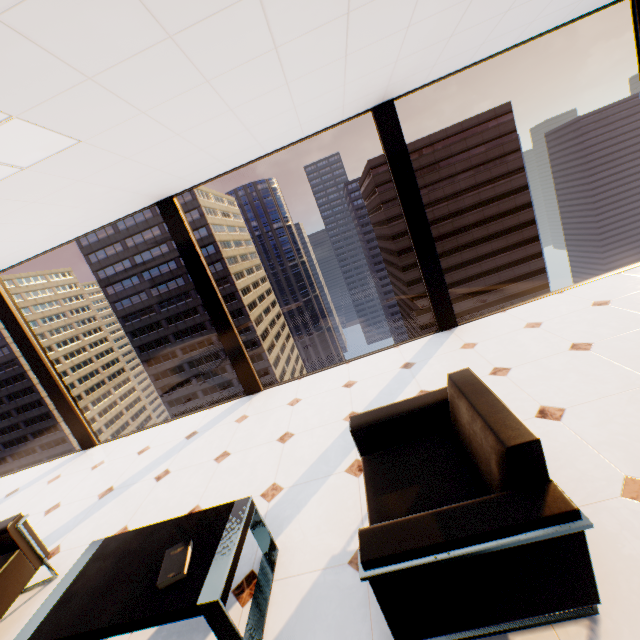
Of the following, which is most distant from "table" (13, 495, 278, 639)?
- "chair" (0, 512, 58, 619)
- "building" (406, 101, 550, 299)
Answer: "building" (406, 101, 550, 299)

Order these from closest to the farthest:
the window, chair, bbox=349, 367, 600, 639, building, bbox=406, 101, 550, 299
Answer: chair, bbox=349, 367, 600, 639 < the window < building, bbox=406, 101, 550, 299

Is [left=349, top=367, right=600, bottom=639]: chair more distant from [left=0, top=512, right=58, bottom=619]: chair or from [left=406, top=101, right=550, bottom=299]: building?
[left=406, top=101, right=550, bottom=299]: building

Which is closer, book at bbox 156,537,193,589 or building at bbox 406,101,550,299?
book at bbox 156,537,193,589

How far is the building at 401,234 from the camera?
55.56m

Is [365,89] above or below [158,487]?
above

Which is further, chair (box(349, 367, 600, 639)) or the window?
the window

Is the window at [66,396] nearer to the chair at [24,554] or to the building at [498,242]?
the chair at [24,554]
